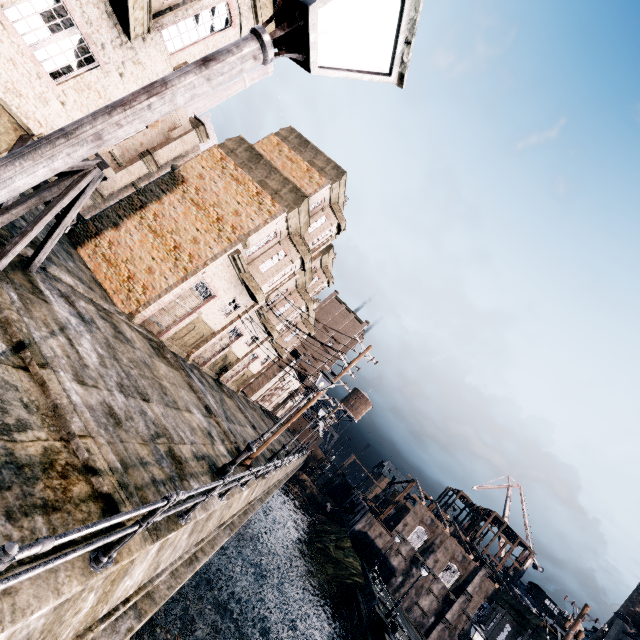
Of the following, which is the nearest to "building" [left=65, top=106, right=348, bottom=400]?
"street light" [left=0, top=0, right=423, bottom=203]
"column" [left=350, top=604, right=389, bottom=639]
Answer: "street light" [left=0, top=0, right=423, bottom=203]

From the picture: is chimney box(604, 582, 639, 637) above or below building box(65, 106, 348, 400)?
above

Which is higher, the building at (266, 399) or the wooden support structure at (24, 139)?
the wooden support structure at (24, 139)

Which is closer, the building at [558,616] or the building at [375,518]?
the building at [558,616]

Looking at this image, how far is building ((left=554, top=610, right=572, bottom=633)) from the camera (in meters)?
27.70

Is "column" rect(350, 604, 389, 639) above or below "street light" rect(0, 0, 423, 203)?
below

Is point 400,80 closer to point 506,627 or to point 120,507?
point 120,507

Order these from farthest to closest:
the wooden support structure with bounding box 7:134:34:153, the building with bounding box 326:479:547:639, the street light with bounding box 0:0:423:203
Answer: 1. the building with bounding box 326:479:547:639
2. the wooden support structure with bounding box 7:134:34:153
3. the street light with bounding box 0:0:423:203
